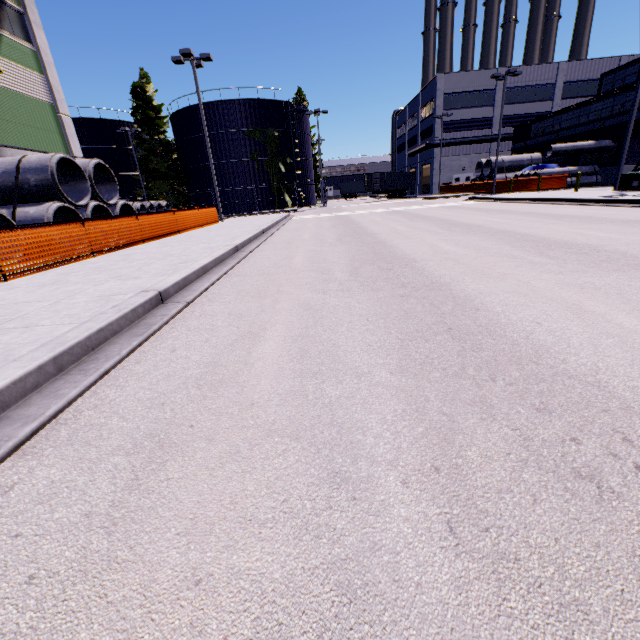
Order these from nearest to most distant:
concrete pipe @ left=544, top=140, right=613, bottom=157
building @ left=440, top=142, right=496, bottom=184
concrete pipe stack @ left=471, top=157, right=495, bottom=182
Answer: concrete pipe @ left=544, top=140, right=613, bottom=157 → concrete pipe stack @ left=471, top=157, right=495, bottom=182 → building @ left=440, top=142, right=496, bottom=184

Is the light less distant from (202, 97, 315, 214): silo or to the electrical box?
(202, 97, 315, 214): silo

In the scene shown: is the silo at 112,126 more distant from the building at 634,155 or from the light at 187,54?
the light at 187,54

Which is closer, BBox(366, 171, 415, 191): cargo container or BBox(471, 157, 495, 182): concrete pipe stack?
BBox(471, 157, 495, 182): concrete pipe stack

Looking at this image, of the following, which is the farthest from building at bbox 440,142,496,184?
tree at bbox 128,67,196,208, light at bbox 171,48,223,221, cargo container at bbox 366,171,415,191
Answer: light at bbox 171,48,223,221

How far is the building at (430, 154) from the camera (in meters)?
46.38

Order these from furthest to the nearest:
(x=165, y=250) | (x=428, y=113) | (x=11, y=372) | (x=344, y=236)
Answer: (x=428, y=113), (x=344, y=236), (x=165, y=250), (x=11, y=372)

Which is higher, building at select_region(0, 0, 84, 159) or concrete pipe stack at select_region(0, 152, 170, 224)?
building at select_region(0, 0, 84, 159)
